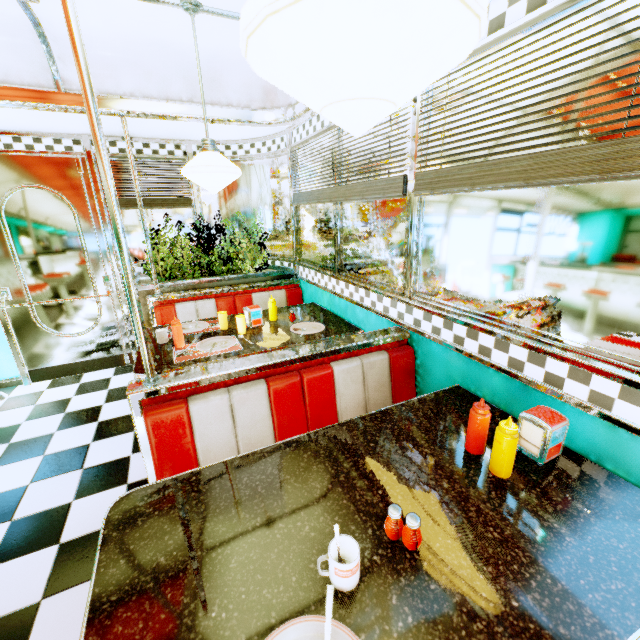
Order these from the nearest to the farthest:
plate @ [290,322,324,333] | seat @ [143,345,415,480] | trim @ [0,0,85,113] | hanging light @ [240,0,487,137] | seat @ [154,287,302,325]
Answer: hanging light @ [240,0,487,137] → seat @ [143,345,415,480] → trim @ [0,0,85,113] → plate @ [290,322,324,333] → seat @ [154,287,302,325]

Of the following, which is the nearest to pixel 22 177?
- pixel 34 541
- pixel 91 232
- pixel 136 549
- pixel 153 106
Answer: pixel 91 232

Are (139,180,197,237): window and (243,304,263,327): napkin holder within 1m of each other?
no

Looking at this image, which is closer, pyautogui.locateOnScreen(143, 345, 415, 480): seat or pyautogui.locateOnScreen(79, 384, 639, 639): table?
pyautogui.locateOnScreen(79, 384, 639, 639): table

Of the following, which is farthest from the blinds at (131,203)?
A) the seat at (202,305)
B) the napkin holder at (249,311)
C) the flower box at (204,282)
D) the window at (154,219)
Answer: the napkin holder at (249,311)

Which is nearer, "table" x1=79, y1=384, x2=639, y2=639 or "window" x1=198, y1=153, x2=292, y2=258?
"table" x1=79, y1=384, x2=639, y2=639

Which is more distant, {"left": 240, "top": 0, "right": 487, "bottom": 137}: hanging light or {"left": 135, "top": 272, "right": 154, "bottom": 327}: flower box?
{"left": 135, "top": 272, "right": 154, "bottom": 327}: flower box

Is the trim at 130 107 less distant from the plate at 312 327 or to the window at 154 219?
the window at 154 219
